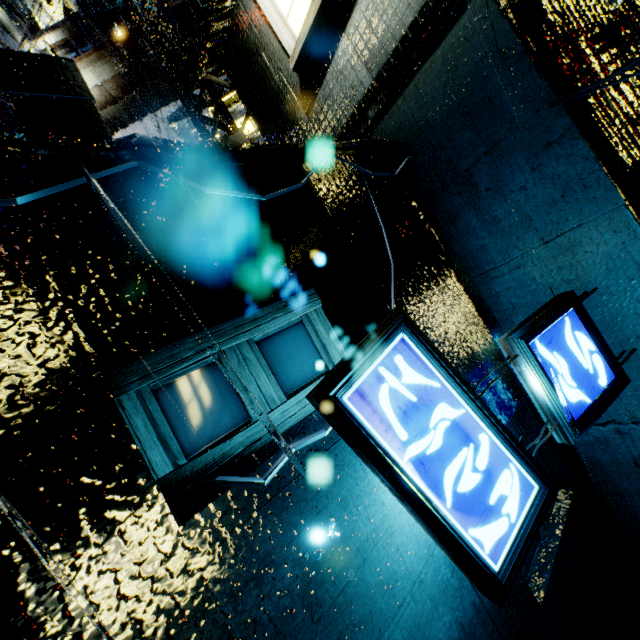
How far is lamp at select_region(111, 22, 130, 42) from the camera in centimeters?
922cm

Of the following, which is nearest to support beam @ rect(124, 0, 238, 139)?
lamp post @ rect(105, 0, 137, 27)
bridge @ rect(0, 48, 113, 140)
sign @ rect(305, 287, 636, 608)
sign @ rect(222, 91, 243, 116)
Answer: lamp post @ rect(105, 0, 137, 27)

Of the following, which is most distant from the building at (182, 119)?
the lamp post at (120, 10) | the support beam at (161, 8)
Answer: the lamp post at (120, 10)

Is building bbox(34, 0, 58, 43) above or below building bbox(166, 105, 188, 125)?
above

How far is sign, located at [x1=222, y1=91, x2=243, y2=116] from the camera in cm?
1908

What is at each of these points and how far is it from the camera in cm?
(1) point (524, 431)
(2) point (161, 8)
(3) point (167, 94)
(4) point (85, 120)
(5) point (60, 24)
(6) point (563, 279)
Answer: (1) building, 495
(2) support beam, 892
(3) building, 2775
(4) bridge, 379
(5) building, 2139
(6) building, 444

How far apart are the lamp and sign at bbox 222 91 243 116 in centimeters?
1020cm

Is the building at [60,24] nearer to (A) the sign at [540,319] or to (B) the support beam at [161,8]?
(A) the sign at [540,319]
